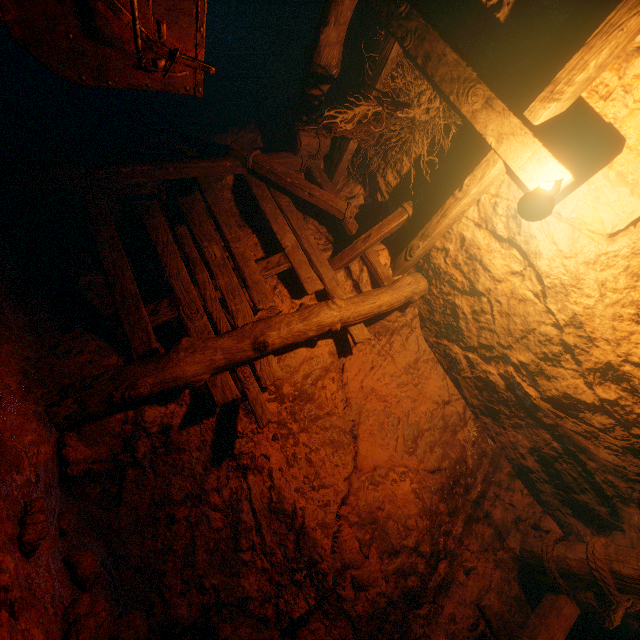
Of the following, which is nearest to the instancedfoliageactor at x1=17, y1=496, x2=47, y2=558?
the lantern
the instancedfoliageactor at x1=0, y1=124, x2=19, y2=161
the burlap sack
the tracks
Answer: the burlap sack

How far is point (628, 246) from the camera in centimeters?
269cm

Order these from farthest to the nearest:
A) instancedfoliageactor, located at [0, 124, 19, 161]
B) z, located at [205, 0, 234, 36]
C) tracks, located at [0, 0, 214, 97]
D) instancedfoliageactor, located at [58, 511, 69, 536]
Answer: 1. z, located at [205, 0, 234, 36]
2. instancedfoliageactor, located at [0, 124, 19, 161]
3. instancedfoliageactor, located at [58, 511, 69, 536]
4. tracks, located at [0, 0, 214, 97]

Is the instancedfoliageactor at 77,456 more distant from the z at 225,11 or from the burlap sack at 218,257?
the z at 225,11

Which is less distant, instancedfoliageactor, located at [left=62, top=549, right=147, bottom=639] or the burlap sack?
instancedfoliageactor, located at [left=62, top=549, right=147, bottom=639]

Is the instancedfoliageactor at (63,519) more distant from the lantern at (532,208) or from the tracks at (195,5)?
the lantern at (532,208)

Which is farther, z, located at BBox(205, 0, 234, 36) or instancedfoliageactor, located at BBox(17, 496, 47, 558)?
z, located at BBox(205, 0, 234, 36)

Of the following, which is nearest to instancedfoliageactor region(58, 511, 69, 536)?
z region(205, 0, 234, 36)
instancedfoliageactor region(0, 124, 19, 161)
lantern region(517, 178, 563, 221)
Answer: lantern region(517, 178, 563, 221)
